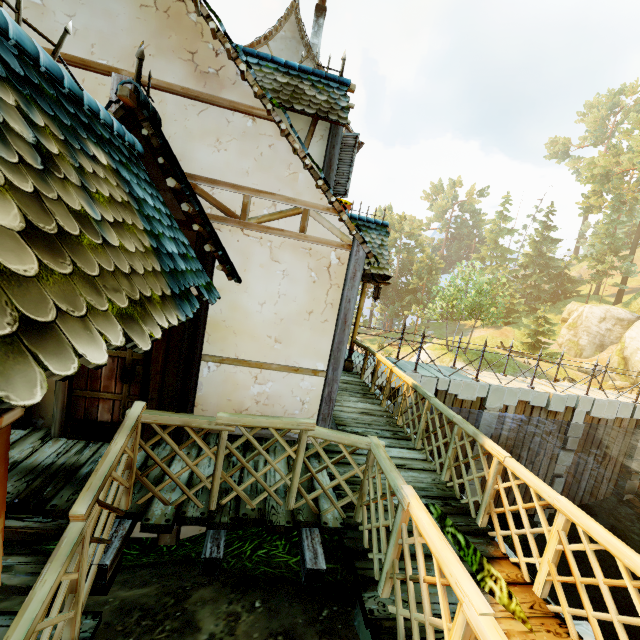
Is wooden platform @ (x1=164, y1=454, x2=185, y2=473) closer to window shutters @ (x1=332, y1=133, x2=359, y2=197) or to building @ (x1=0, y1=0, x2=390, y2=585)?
building @ (x1=0, y1=0, x2=390, y2=585)

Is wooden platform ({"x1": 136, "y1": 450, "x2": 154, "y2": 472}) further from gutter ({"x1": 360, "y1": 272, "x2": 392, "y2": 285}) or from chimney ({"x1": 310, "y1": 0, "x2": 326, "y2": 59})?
chimney ({"x1": 310, "y1": 0, "x2": 326, "y2": 59})

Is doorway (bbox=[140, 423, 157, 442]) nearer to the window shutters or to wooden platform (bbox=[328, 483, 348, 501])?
wooden platform (bbox=[328, 483, 348, 501])

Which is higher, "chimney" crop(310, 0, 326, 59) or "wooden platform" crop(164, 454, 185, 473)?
"chimney" crop(310, 0, 326, 59)

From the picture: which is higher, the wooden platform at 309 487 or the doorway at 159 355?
the doorway at 159 355

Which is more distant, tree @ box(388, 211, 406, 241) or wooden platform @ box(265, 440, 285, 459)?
tree @ box(388, 211, 406, 241)

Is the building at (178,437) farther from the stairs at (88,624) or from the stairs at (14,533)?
the stairs at (14,533)

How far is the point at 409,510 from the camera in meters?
2.5 m
